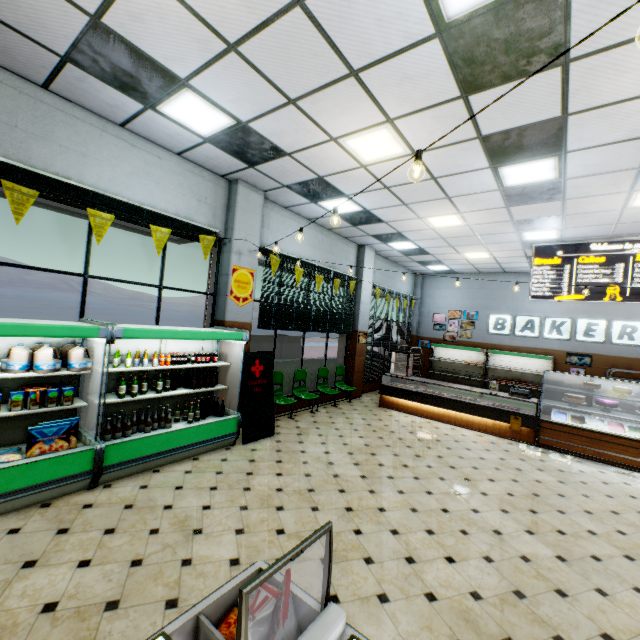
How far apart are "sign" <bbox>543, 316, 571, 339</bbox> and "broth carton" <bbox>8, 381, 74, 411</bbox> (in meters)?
13.11

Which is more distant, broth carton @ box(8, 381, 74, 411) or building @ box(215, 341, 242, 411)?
building @ box(215, 341, 242, 411)

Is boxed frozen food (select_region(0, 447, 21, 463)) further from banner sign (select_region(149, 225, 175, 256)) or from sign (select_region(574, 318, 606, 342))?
sign (select_region(574, 318, 606, 342))

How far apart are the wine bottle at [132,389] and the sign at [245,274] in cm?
214

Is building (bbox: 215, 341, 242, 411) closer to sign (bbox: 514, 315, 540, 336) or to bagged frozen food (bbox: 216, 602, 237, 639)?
sign (bbox: 514, 315, 540, 336)

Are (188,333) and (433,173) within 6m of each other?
yes

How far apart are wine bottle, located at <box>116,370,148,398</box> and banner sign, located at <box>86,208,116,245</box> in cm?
187

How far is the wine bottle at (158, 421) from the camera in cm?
435
